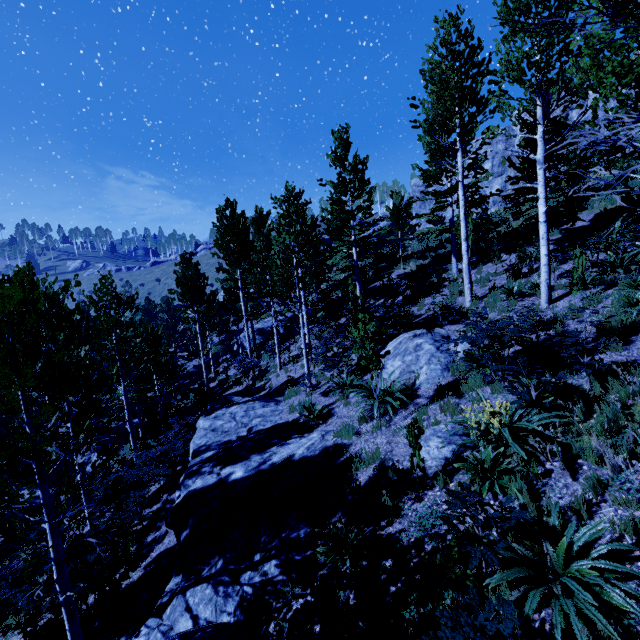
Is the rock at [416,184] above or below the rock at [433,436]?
above

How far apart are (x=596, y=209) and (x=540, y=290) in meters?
9.4 m

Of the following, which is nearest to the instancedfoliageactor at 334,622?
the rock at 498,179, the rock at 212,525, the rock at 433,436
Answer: the rock at 212,525

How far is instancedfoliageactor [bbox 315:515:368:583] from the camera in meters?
4.7 m

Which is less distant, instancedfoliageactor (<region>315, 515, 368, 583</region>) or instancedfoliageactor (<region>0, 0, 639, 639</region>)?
instancedfoliageactor (<region>0, 0, 639, 639</region>)

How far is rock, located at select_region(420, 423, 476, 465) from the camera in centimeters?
587cm

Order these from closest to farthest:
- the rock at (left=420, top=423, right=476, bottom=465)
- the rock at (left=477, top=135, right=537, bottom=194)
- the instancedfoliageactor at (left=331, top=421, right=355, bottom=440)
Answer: the rock at (left=420, top=423, right=476, bottom=465)
the instancedfoliageactor at (left=331, top=421, right=355, bottom=440)
the rock at (left=477, top=135, right=537, bottom=194)

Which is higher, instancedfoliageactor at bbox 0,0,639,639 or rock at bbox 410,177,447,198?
rock at bbox 410,177,447,198
